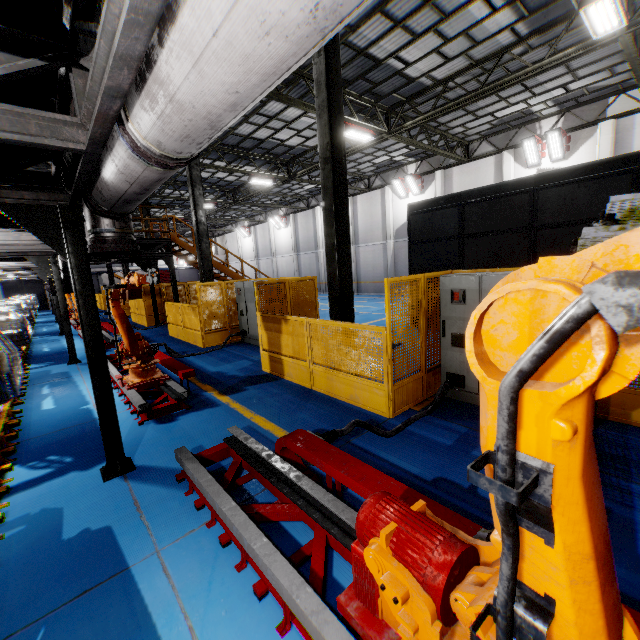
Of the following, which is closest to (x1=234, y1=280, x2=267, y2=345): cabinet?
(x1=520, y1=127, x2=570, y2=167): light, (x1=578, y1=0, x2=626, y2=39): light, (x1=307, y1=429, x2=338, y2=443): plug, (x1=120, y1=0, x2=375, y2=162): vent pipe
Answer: (x1=120, y1=0, x2=375, y2=162): vent pipe

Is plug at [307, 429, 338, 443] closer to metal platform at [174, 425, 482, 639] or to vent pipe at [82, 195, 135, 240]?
metal platform at [174, 425, 482, 639]

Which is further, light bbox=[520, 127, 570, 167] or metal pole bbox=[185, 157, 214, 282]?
light bbox=[520, 127, 570, 167]

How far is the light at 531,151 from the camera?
15.0 meters

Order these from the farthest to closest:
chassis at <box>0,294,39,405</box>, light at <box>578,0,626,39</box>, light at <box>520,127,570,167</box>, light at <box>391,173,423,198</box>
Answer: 1. light at <box>391,173,423,198</box>
2. light at <box>520,127,570,167</box>
3. light at <box>578,0,626,39</box>
4. chassis at <box>0,294,39,405</box>

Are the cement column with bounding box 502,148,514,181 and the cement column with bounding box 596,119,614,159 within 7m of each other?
yes

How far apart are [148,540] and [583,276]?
4.0 meters

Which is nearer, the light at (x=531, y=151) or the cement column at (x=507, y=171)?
the light at (x=531, y=151)
